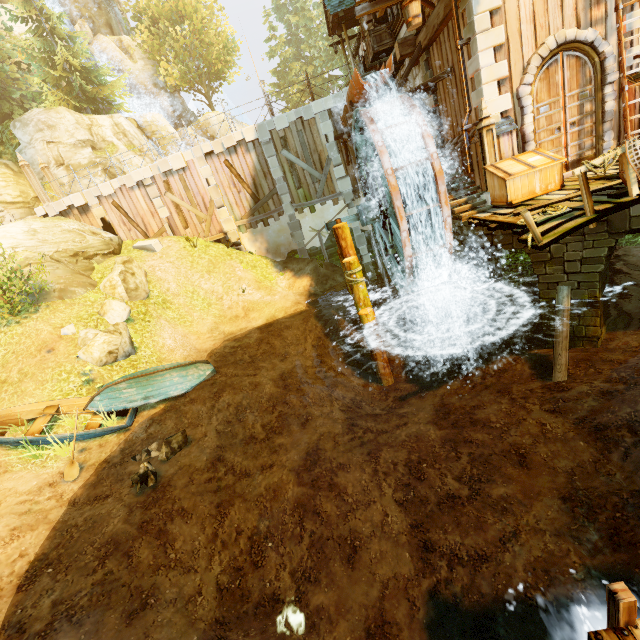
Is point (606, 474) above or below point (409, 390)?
above

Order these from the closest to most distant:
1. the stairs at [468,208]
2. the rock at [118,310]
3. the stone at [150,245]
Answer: the stairs at [468,208]
the rock at [118,310]
the stone at [150,245]

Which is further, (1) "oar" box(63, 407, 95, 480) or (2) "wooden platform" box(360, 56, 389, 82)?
(2) "wooden platform" box(360, 56, 389, 82)

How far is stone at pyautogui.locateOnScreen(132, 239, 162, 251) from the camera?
17.0m

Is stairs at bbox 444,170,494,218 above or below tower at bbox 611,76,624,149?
below

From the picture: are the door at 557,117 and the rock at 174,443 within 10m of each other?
no

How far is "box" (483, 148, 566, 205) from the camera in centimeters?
791cm

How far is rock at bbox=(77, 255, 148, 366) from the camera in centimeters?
1111cm
